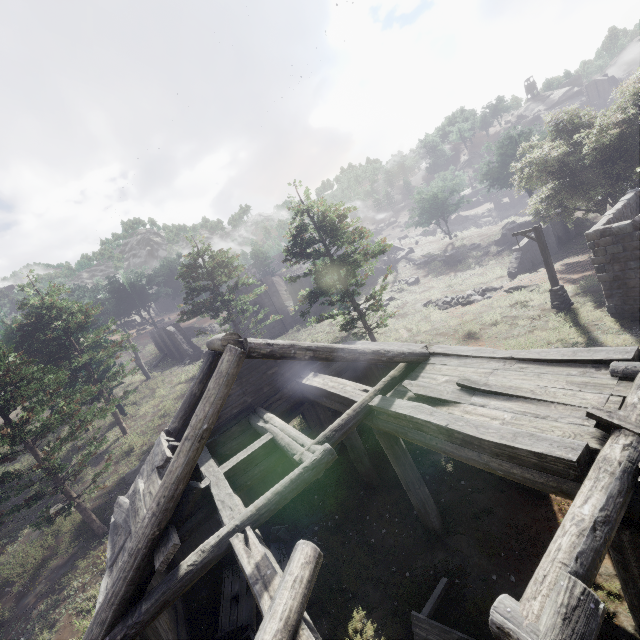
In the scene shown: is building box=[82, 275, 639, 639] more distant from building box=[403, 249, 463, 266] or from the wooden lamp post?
building box=[403, 249, 463, 266]

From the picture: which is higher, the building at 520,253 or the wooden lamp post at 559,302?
the wooden lamp post at 559,302

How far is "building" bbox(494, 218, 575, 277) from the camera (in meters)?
28.66

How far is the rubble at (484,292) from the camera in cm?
2381

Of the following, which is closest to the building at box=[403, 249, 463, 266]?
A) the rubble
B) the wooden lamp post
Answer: the rubble

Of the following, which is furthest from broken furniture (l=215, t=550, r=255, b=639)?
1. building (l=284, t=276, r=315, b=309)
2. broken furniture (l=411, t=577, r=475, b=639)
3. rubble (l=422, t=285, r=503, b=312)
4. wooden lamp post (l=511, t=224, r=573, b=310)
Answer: rubble (l=422, t=285, r=503, b=312)

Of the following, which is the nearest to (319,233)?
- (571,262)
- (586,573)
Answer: (586,573)

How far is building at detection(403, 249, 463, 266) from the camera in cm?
3956
